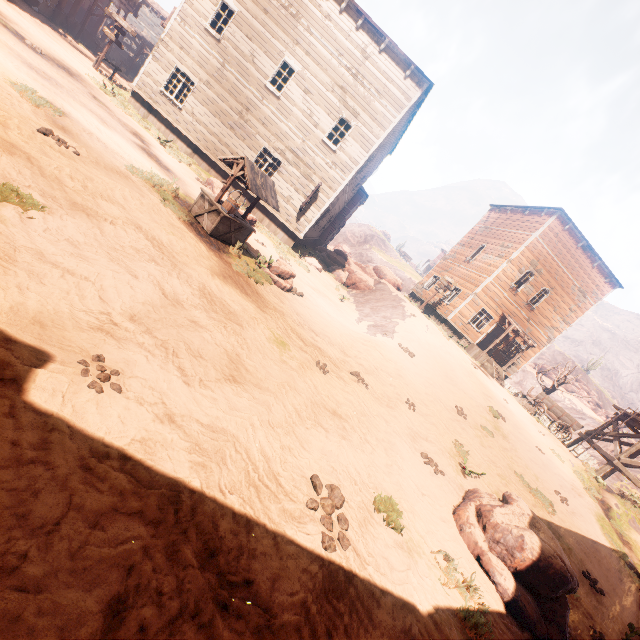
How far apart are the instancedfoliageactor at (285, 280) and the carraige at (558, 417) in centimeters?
1812cm

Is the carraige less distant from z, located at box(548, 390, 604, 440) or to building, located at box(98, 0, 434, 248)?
building, located at box(98, 0, 434, 248)

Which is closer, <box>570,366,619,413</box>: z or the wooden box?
the wooden box

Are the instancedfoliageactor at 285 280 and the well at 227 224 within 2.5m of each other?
yes

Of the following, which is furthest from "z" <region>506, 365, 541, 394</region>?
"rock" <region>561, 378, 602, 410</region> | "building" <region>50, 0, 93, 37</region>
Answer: "rock" <region>561, 378, 602, 410</region>

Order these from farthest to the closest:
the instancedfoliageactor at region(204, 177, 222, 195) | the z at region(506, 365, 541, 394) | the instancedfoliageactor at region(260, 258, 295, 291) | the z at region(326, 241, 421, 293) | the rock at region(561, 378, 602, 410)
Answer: the z at region(326, 241, 421, 293)
the rock at region(561, 378, 602, 410)
the z at region(506, 365, 541, 394)
the instancedfoliageactor at region(204, 177, 222, 195)
the instancedfoliageactor at region(260, 258, 295, 291)

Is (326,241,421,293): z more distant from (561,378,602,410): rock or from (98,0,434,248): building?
(561,378,602,410): rock

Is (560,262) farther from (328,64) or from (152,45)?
(152,45)
